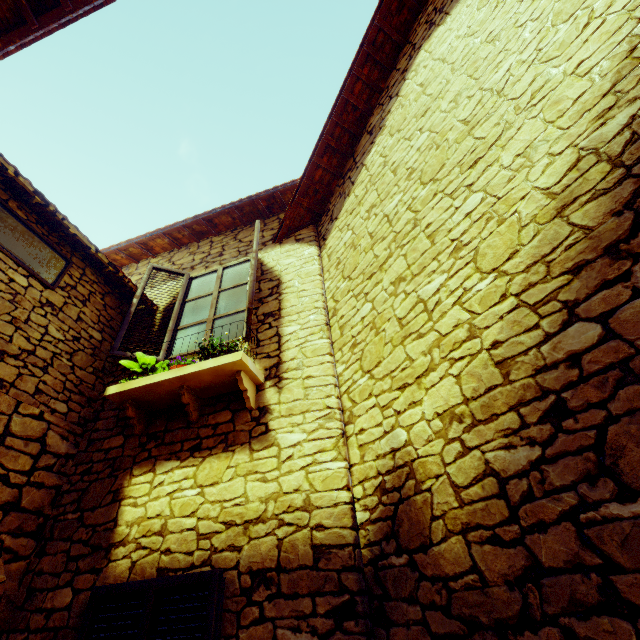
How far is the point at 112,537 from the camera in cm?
272

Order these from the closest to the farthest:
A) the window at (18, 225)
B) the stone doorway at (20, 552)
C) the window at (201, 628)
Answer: the window at (201, 628) → the stone doorway at (20, 552) → the window at (18, 225)

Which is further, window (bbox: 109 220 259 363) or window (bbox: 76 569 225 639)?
window (bbox: 109 220 259 363)

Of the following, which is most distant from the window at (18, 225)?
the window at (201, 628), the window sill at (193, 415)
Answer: the window at (201, 628)

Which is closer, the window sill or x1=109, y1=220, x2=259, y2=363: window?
the window sill

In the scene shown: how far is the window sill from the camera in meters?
3.0 m

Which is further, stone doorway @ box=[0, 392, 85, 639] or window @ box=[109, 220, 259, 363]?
window @ box=[109, 220, 259, 363]

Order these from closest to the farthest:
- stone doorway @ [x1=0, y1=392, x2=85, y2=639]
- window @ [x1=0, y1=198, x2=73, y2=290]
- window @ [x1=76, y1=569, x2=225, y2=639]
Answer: window @ [x1=76, y1=569, x2=225, y2=639] → stone doorway @ [x1=0, y1=392, x2=85, y2=639] → window @ [x1=0, y1=198, x2=73, y2=290]
